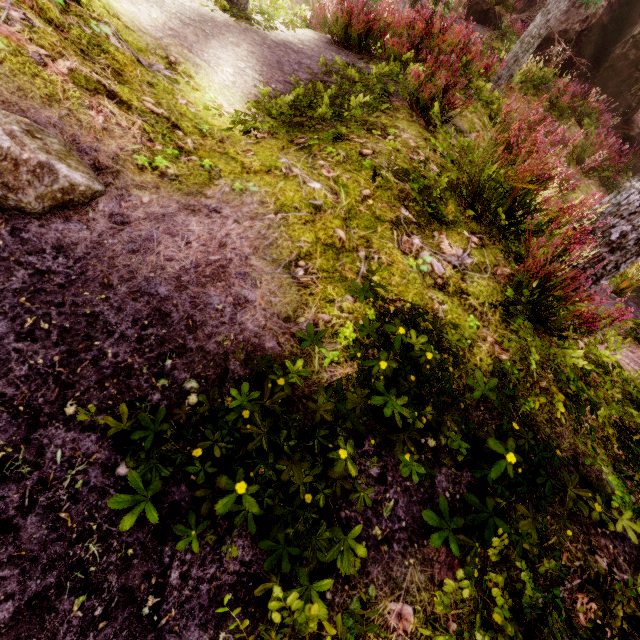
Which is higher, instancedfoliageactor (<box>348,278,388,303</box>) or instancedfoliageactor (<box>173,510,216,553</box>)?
instancedfoliageactor (<box>348,278,388,303</box>)

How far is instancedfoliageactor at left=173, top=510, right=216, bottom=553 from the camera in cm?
136

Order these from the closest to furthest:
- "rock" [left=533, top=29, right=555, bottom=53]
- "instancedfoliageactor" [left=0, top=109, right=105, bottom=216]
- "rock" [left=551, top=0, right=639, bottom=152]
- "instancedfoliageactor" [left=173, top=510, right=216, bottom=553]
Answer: "instancedfoliageactor" [left=173, top=510, right=216, bottom=553] < "instancedfoliageactor" [left=0, top=109, right=105, bottom=216] < "rock" [left=551, top=0, right=639, bottom=152] < "rock" [left=533, top=29, right=555, bottom=53]

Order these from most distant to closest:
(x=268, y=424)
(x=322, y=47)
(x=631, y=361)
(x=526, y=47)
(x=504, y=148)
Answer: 1. (x=526, y=47)
2. (x=504, y=148)
3. (x=322, y=47)
4. (x=631, y=361)
5. (x=268, y=424)

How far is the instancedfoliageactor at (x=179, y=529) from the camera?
1.4m

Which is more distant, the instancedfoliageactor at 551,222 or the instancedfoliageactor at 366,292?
the instancedfoliageactor at 366,292

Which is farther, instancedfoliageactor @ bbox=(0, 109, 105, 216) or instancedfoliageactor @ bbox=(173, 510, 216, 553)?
instancedfoliageactor @ bbox=(0, 109, 105, 216)

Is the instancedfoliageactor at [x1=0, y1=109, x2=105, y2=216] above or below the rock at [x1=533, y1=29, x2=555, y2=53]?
below
